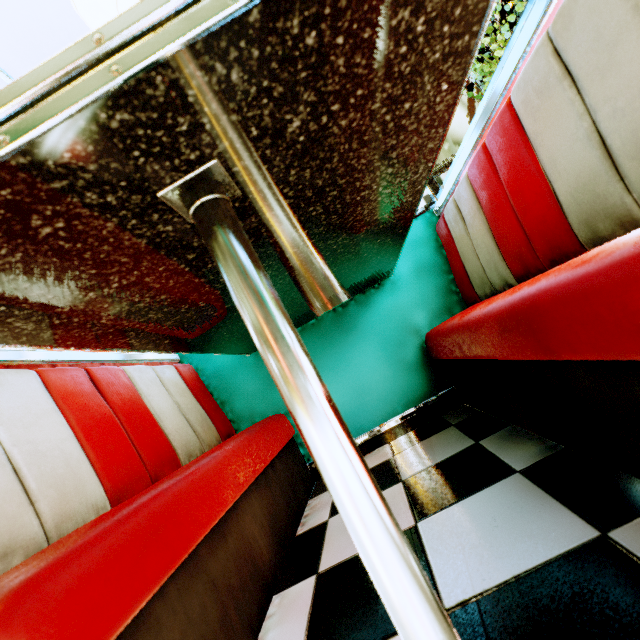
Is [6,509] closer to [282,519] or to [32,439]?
[32,439]

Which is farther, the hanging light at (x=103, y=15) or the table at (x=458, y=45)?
the hanging light at (x=103, y=15)

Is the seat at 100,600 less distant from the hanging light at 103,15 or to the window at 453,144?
the window at 453,144

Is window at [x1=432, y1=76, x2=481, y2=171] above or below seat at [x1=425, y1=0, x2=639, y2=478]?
above

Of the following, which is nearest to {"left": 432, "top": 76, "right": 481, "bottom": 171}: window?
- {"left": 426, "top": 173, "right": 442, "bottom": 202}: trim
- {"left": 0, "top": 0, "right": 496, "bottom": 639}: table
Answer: {"left": 426, "top": 173, "right": 442, "bottom": 202}: trim

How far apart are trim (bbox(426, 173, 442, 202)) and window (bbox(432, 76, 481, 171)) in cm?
11

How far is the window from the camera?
2.0 meters

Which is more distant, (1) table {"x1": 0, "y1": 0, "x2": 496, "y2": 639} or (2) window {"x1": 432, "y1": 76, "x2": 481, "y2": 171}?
(2) window {"x1": 432, "y1": 76, "x2": 481, "y2": 171}
